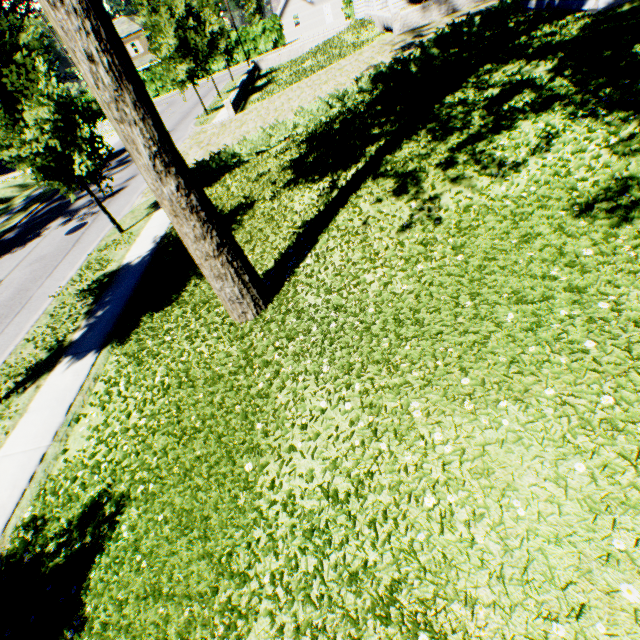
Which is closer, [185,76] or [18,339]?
[18,339]

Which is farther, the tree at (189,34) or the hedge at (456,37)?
the tree at (189,34)

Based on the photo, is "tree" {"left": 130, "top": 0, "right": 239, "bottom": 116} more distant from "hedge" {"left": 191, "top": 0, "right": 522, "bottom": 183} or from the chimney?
the chimney

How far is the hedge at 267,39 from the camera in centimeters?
4359cm

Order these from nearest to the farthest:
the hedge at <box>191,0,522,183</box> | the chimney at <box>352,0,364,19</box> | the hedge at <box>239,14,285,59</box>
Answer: the hedge at <box>191,0,522,183</box>, the chimney at <box>352,0,364,19</box>, the hedge at <box>239,14,285,59</box>

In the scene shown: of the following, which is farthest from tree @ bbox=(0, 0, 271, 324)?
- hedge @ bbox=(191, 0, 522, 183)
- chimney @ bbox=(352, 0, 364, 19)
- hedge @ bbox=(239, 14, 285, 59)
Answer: hedge @ bbox=(239, 14, 285, 59)

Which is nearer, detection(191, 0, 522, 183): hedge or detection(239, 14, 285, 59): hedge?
detection(191, 0, 522, 183): hedge

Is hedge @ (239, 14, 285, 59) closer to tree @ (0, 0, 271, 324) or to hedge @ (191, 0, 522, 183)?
tree @ (0, 0, 271, 324)
